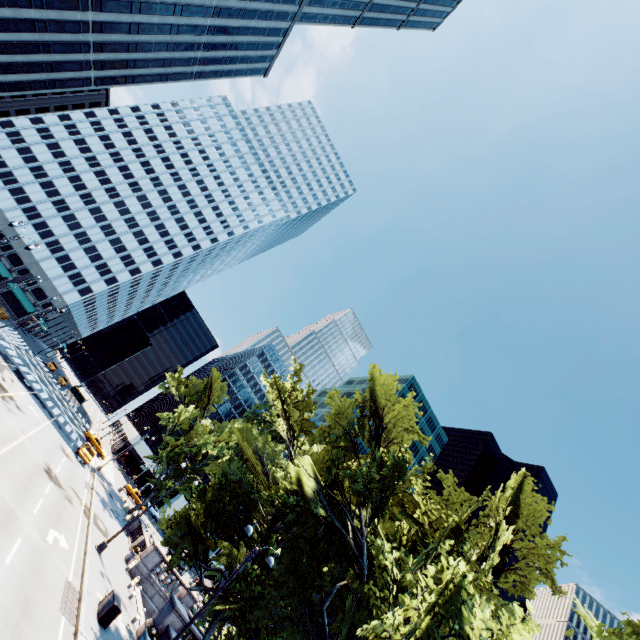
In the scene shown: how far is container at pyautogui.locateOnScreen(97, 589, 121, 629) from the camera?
15.9 meters

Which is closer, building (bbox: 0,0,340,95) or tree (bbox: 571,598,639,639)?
tree (bbox: 571,598,639,639)

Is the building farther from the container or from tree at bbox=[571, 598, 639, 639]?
the container

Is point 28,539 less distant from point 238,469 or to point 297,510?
point 297,510

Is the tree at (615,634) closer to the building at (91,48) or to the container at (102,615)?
the container at (102,615)

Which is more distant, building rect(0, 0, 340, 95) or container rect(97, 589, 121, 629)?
building rect(0, 0, 340, 95)

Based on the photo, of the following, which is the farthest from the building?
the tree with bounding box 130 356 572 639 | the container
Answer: the container

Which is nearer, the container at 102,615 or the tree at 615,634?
the tree at 615,634
